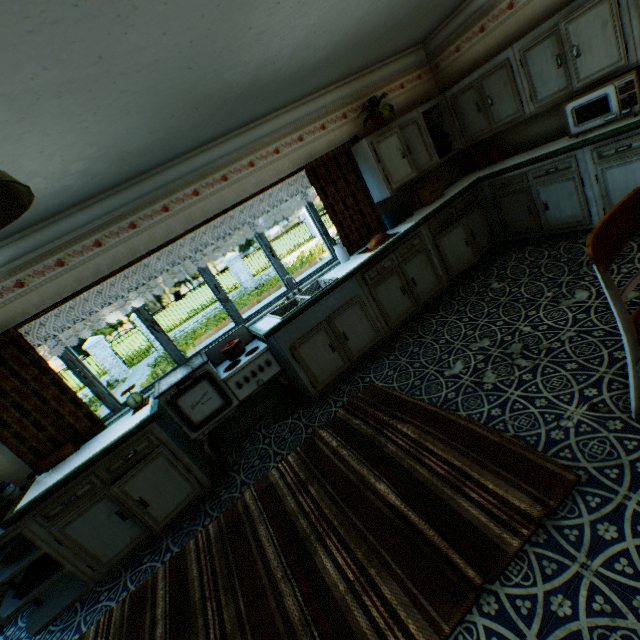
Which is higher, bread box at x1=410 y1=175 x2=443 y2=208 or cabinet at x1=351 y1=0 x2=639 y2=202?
cabinet at x1=351 y1=0 x2=639 y2=202

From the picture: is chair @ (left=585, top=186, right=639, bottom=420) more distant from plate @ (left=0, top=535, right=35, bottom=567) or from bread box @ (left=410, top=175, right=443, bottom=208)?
plate @ (left=0, top=535, right=35, bottom=567)

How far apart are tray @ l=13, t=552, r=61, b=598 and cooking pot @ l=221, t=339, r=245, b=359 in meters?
2.4 m

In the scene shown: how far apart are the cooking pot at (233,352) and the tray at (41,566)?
2.4m

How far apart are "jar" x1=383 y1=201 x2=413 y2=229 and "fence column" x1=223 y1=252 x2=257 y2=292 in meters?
14.2

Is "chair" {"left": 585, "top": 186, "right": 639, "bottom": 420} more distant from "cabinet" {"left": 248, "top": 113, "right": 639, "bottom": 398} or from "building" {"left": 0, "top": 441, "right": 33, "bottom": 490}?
"cabinet" {"left": 248, "top": 113, "right": 639, "bottom": 398}

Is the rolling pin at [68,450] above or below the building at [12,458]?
below

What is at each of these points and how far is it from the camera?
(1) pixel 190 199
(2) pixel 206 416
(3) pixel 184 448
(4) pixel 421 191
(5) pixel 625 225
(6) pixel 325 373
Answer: (1) building, 3.82m
(2) oven, 3.45m
(3) cabinet, 3.47m
(4) bread box, 4.95m
(5) chair, 1.71m
(6) cabinet, 4.00m
